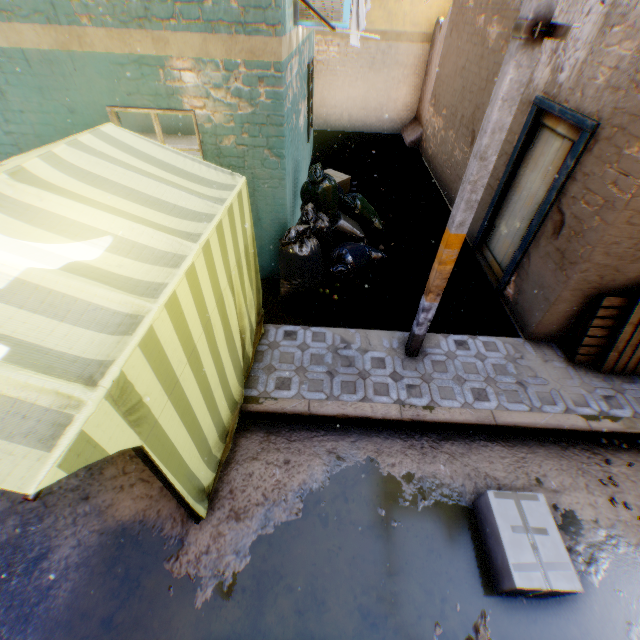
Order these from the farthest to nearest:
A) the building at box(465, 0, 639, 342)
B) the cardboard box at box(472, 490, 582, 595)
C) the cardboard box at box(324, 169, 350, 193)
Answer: the cardboard box at box(324, 169, 350, 193)
the building at box(465, 0, 639, 342)
the cardboard box at box(472, 490, 582, 595)

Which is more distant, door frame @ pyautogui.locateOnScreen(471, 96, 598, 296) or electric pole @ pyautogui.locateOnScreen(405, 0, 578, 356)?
door frame @ pyautogui.locateOnScreen(471, 96, 598, 296)

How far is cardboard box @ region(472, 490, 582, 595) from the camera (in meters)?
2.62

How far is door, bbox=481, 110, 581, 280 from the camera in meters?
4.4 m

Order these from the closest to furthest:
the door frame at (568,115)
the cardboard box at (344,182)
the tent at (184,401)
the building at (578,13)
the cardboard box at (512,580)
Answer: the tent at (184,401), the cardboard box at (512,580), the building at (578,13), the door frame at (568,115), the cardboard box at (344,182)

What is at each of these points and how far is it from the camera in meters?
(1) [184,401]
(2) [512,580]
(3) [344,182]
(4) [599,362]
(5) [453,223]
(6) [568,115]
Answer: (1) tent, 2.4 m
(2) cardboard box, 2.6 m
(3) cardboard box, 8.0 m
(4) wooden pallet, 4.4 m
(5) electric pole, 3.1 m
(6) door frame, 4.1 m

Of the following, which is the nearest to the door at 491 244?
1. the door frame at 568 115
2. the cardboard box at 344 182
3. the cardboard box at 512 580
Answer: the door frame at 568 115

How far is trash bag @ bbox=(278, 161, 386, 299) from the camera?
4.9m
